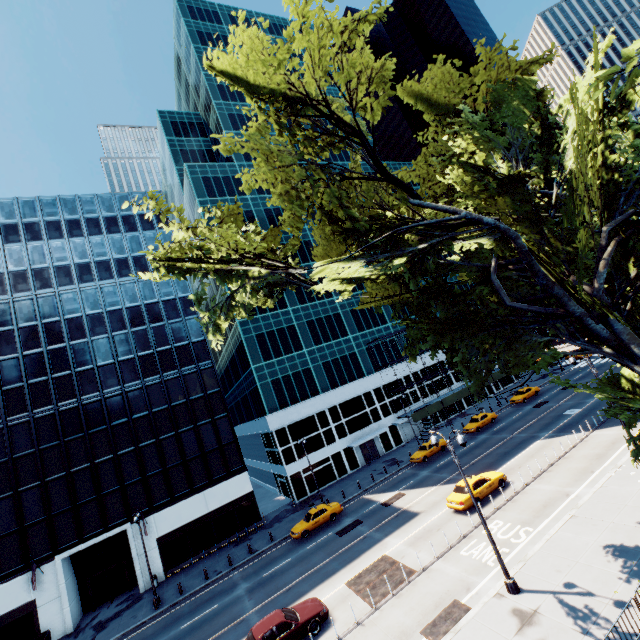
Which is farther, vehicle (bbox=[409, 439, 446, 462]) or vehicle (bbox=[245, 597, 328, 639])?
vehicle (bbox=[409, 439, 446, 462])

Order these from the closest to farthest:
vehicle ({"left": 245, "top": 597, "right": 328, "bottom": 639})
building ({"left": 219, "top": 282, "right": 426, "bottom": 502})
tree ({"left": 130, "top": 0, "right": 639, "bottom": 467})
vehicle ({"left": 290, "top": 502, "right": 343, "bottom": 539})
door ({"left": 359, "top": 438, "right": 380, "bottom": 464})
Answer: tree ({"left": 130, "top": 0, "right": 639, "bottom": 467}) < vehicle ({"left": 245, "top": 597, "right": 328, "bottom": 639}) < vehicle ({"left": 290, "top": 502, "right": 343, "bottom": 539}) < building ({"left": 219, "top": 282, "right": 426, "bottom": 502}) < door ({"left": 359, "top": 438, "right": 380, "bottom": 464})

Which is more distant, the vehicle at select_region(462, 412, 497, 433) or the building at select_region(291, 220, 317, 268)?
the building at select_region(291, 220, 317, 268)

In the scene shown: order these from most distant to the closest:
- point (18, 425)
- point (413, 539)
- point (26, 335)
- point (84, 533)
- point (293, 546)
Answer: point (26, 335)
point (18, 425)
point (84, 533)
point (293, 546)
point (413, 539)

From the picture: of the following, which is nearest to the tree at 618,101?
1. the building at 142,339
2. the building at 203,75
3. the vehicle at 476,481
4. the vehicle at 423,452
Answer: the vehicle at 476,481

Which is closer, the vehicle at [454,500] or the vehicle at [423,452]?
the vehicle at [454,500]

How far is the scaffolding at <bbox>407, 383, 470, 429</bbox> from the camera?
45.15m

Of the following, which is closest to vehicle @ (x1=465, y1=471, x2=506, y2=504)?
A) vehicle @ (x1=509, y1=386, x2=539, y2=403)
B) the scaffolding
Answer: the scaffolding
